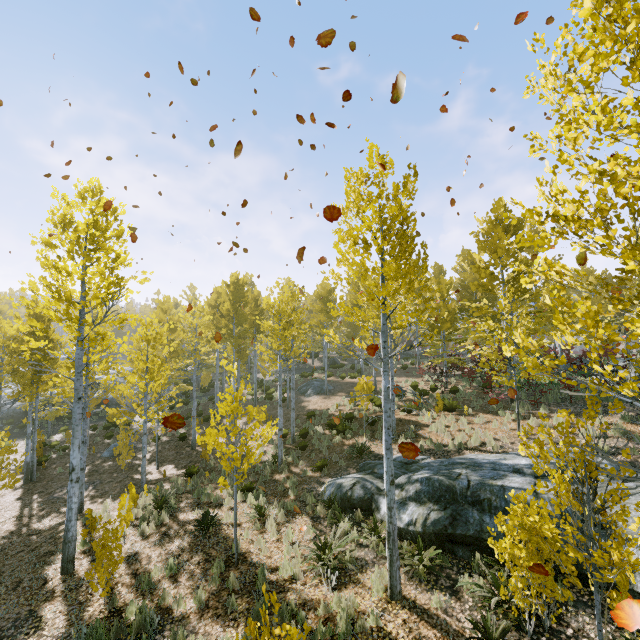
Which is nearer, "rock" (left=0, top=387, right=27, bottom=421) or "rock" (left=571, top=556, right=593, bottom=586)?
"rock" (left=571, top=556, right=593, bottom=586)

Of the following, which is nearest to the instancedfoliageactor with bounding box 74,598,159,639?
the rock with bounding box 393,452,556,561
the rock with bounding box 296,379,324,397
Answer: the rock with bounding box 393,452,556,561

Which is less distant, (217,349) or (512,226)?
(512,226)

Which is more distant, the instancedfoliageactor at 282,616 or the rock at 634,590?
the rock at 634,590

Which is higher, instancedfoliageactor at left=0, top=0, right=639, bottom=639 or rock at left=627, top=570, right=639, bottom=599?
instancedfoliageactor at left=0, top=0, right=639, bottom=639

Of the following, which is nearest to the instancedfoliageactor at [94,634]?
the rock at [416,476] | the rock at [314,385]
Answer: the rock at [416,476]

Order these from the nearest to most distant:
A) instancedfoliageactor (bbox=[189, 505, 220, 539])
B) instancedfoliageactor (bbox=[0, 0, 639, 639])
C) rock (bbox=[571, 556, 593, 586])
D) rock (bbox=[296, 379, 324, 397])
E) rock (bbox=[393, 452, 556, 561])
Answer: instancedfoliageactor (bbox=[0, 0, 639, 639]) < rock (bbox=[571, 556, 593, 586]) < rock (bbox=[393, 452, 556, 561]) < instancedfoliageactor (bbox=[189, 505, 220, 539]) < rock (bbox=[296, 379, 324, 397])

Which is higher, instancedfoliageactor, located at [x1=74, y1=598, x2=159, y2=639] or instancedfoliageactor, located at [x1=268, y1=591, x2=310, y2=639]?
instancedfoliageactor, located at [x1=268, y1=591, x2=310, y2=639]
